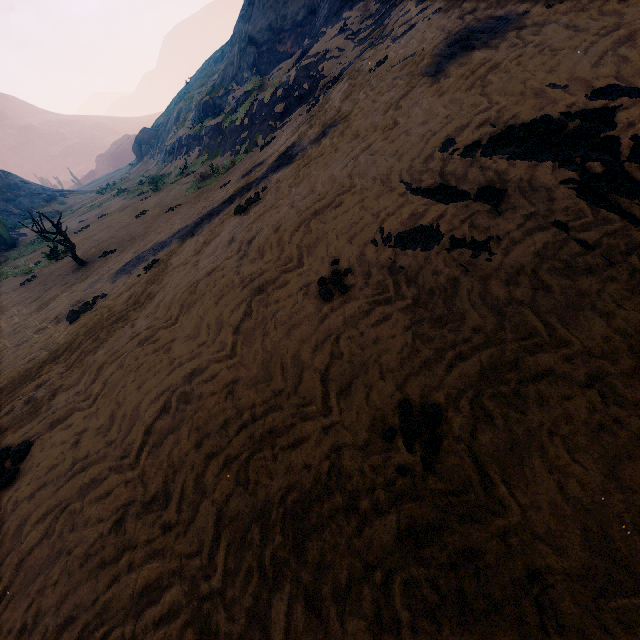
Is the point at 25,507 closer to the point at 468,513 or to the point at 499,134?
the point at 468,513

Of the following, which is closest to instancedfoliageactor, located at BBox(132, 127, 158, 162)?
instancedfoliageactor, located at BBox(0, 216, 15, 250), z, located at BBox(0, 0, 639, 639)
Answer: z, located at BBox(0, 0, 639, 639)

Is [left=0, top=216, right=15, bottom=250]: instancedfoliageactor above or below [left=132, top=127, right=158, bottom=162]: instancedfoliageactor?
below

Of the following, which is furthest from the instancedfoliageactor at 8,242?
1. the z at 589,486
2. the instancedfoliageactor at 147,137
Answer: the instancedfoliageactor at 147,137

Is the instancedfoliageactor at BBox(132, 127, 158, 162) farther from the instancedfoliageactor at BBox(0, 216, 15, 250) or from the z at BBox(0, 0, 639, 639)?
the instancedfoliageactor at BBox(0, 216, 15, 250)

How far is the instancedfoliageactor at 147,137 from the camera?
37.94m
